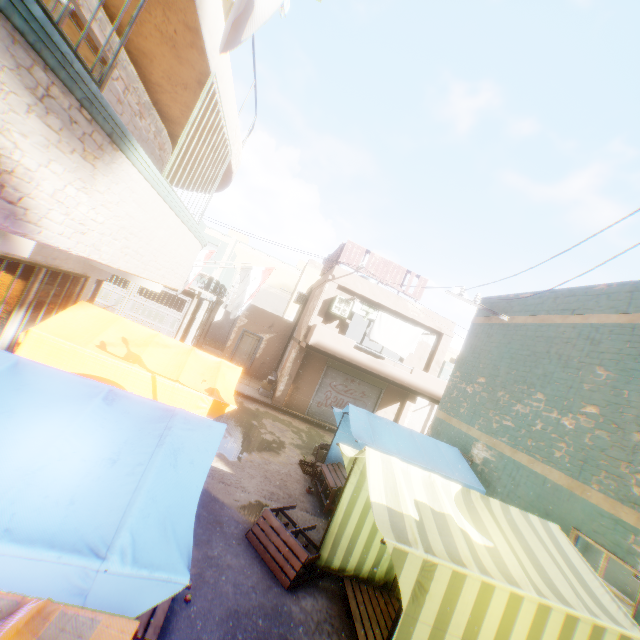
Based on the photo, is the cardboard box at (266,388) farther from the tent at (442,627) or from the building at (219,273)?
the tent at (442,627)

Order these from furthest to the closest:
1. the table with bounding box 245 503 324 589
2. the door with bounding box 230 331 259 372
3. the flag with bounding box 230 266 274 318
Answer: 1. the door with bounding box 230 331 259 372
2. the flag with bounding box 230 266 274 318
3. the table with bounding box 245 503 324 589

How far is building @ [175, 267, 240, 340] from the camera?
17.12m

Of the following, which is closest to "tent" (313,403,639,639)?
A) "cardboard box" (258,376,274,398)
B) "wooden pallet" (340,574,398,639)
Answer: "wooden pallet" (340,574,398,639)

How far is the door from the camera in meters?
20.1 m

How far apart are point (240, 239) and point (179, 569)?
50.4 meters

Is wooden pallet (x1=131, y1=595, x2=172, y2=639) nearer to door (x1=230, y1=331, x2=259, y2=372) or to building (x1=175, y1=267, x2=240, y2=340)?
building (x1=175, y1=267, x2=240, y2=340)

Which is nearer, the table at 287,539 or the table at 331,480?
the table at 287,539
